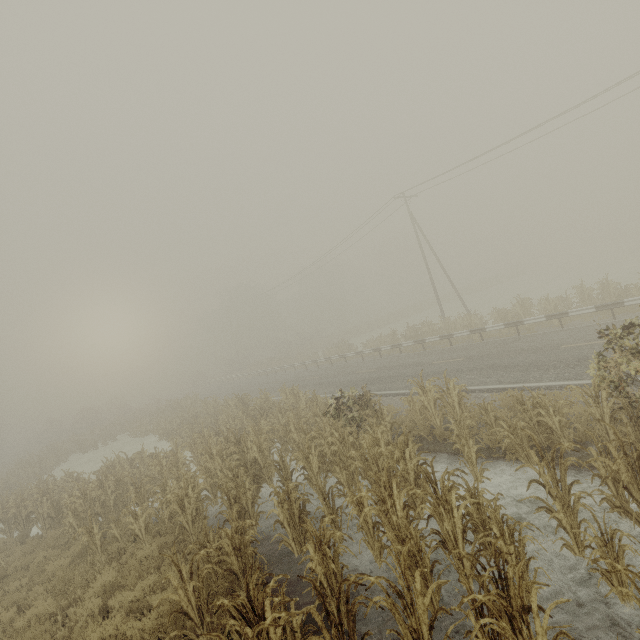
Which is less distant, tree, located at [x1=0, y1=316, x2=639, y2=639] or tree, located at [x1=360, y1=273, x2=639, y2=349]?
tree, located at [x1=0, y1=316, x2=639, y2=639]

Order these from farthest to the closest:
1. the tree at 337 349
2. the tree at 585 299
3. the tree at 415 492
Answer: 1. the tree at 337 349
2. the tree at 585 299
3. the tree at 415 492

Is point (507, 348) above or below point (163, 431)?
below

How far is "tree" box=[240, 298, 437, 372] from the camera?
33.25m

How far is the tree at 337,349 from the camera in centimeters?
3325cm

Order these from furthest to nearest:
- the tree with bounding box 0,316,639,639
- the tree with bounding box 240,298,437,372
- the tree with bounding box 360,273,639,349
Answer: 1. the tree with bounding box 240,298,437,372
2. the tree with bounding box 360,273,639,349
3. the tree with bounding box 0,316,639,639
